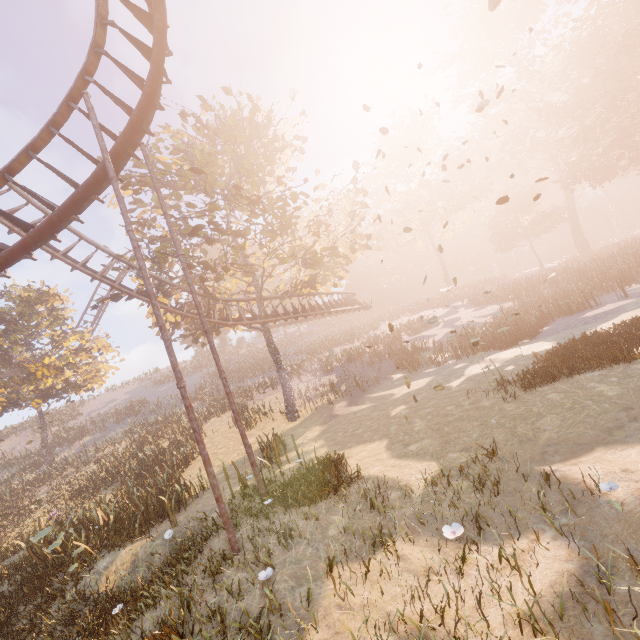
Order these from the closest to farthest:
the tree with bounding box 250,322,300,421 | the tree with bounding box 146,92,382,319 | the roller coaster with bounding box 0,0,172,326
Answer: the roller coaster with bounding box 0,0,172,326 < the tree with bounding box 146,92,382,319 < the tree with bounding box 250,322,300,421

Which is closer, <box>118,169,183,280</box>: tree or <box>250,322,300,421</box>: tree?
<box>118,169,183,280</box>: tree

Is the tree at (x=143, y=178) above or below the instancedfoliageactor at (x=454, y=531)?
above

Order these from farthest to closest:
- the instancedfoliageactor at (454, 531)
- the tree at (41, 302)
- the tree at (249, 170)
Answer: the tree at (41, 302) → the tree at (249, 170) → the instancedfoliageactor at (454, 531)

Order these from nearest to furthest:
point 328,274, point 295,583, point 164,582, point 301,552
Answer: point 295,583 < point 301,552 < point 164,582 < point 328,274

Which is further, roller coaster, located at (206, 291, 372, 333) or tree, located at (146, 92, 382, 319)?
roller coaster, located at (206, 291, 372, 333)

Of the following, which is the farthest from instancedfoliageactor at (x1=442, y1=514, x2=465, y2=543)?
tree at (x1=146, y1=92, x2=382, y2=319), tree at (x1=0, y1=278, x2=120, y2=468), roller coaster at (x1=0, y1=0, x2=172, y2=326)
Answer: tree at (x1=0, y1=278, x2=120, y2=468)
